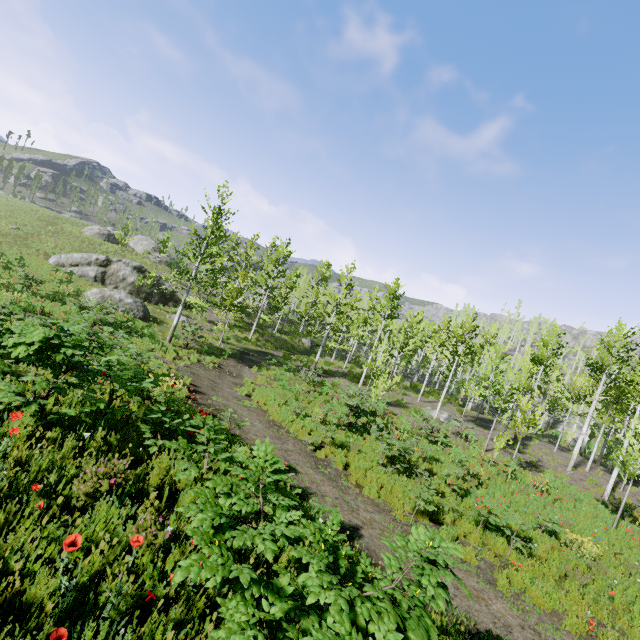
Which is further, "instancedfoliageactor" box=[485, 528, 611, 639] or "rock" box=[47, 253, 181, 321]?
"rock" box=[47, 253, 181, 321]

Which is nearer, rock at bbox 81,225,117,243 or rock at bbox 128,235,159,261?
rock at bbox 81,225,117,243

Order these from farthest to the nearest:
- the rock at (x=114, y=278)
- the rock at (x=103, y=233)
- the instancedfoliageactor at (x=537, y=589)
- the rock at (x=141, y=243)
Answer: the rock at (x=141, y=243), the rock at (x=103, y=233), the rock at (x=114, y=278), the instancedfoliageactor at (x=537, y=589)

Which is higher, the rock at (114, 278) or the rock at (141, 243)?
the rock at (141, 243)

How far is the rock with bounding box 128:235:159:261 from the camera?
45.5m

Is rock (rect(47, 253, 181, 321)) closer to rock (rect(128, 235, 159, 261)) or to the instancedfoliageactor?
rock (rect(128, 235, 159, 261))

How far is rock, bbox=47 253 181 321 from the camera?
22.7 meters

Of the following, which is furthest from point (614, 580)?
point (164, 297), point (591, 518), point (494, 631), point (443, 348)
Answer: point (443, 348)
